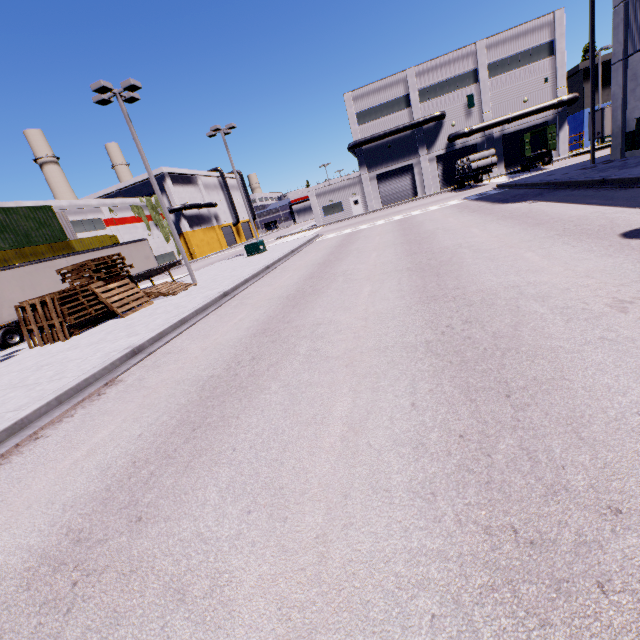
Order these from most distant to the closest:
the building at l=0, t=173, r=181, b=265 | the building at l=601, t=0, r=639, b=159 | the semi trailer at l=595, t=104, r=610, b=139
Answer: the building at l=0, t=173, r=181, b=265 → the semi trailer at l=595, t=104, r=610, b=139 → the building at l=601, t=0, r=639, b=159

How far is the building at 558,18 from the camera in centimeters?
3694cm

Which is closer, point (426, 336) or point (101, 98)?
point (426, 336)

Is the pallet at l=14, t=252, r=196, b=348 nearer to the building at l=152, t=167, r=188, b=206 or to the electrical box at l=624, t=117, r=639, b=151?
the building at l=152, t=167, r=188, b=206

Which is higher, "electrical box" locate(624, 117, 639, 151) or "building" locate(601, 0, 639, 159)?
"building" locate(601, 0, 639, 159)

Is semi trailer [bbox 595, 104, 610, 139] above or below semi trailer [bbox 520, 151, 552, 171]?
above

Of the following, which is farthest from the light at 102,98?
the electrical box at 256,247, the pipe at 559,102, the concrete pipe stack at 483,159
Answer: the pipe at 559,102

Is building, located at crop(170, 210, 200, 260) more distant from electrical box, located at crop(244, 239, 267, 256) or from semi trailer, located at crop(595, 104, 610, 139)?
electrical box, located at crop(244, 239, 267, 256)
